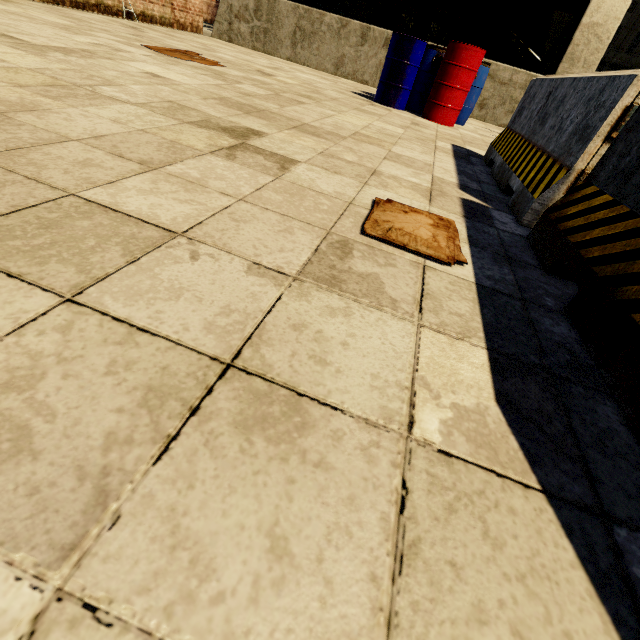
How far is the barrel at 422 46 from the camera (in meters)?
5.36

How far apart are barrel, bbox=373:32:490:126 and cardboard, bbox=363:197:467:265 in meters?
5.3 m

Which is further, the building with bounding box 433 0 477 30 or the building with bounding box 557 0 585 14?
the building with bounding box 433 0 477 30

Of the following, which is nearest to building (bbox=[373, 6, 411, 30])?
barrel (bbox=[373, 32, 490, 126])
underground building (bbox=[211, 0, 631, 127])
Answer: underground building (bbox=[211, 0, 631, 127])

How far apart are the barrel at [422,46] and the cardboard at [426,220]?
5.3 meters

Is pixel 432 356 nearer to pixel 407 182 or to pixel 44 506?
pixel 44 506

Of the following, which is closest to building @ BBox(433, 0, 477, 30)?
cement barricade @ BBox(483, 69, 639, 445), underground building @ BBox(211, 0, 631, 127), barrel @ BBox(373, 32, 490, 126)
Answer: underground building @ BBox(211, 0, 631, 127)

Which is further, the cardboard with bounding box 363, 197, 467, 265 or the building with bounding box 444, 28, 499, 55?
the building with bounding box 444, 28, 499, 55
